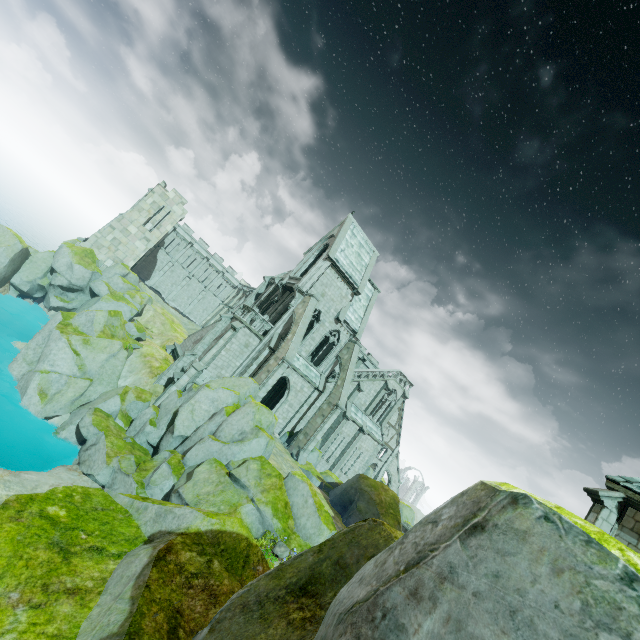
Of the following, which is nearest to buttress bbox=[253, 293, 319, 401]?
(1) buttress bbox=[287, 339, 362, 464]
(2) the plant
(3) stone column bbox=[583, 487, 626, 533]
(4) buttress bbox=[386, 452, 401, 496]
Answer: (1) buttress bbox=[287, 339, 362, 464]

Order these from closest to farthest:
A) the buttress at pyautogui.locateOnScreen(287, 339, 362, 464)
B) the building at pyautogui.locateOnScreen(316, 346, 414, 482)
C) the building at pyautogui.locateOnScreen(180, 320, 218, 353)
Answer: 1. the buttress at pyautogui.locateOnScreen(287, 339, 362, 464)
2. the building at pyautogui.locateOnScreen(180, 320, 218, 353)
3. the building at pyautogui.locateOnScreen(316, 346, 414, 482)

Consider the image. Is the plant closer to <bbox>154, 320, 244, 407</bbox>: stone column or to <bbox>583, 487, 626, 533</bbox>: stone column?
<bbox>583, 487, 626, 533</bbox>: stone column

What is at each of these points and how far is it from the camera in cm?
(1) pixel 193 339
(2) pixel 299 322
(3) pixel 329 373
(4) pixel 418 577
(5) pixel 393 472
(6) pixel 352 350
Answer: (1) building, 3403
(2) buttress, 2658
(3) building, 3198
(4) rock, 155
(5) buttress, 4550
(6) buttress, 3127

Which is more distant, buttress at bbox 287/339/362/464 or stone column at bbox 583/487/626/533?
buttress at bbox 287/339/362/464

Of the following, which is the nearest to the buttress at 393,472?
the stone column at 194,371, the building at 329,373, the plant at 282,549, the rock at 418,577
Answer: the building at 329,373

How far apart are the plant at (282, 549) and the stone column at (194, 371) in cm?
1651

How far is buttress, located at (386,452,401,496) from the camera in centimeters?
4509cm
